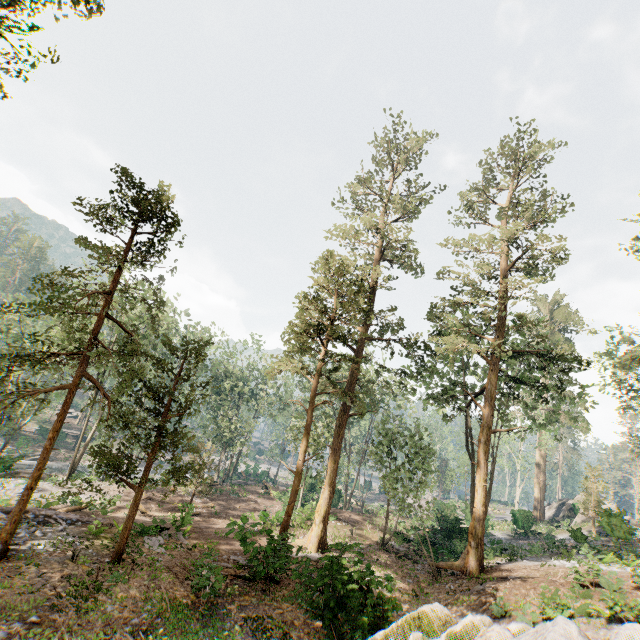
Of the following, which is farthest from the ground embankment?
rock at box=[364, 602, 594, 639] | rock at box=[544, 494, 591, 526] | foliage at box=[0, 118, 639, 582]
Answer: rock at box=[544, 494, 591, 526]

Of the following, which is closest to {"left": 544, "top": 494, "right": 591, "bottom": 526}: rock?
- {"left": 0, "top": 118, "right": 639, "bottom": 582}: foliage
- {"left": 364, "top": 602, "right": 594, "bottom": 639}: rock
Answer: {"left": 0, "top": 118, "right": 639, "bottom": 582}: foliage

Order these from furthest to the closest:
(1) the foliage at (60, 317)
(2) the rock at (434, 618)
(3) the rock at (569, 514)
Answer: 1. (3) the rock at (569, 514)
2. (1) the foliage at (60, 317)
3. (2) the rock at (434, 618)

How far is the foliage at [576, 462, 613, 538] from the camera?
31.91m

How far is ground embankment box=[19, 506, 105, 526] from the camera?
15.6 meters

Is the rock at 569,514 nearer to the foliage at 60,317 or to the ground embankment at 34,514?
the foliage at 60,317

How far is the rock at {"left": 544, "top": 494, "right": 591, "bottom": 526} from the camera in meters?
39.3

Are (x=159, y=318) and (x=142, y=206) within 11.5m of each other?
yes
